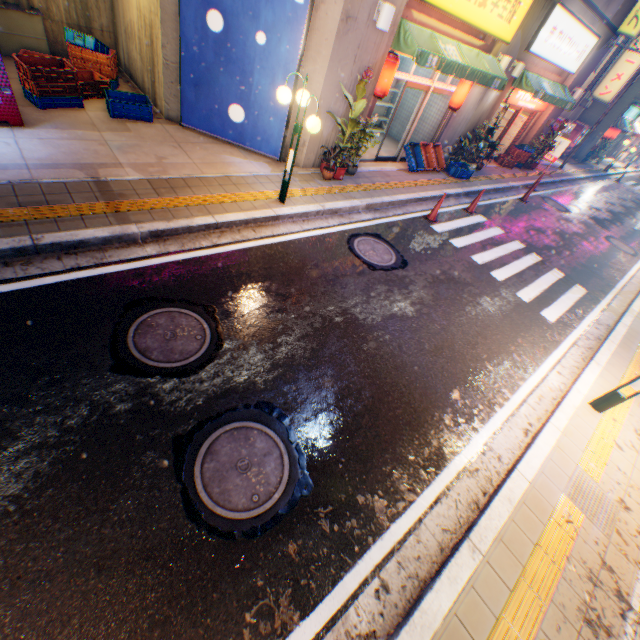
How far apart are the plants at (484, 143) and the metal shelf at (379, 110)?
3.0 meters

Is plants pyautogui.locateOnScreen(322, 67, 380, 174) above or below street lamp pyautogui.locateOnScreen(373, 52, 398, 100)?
below

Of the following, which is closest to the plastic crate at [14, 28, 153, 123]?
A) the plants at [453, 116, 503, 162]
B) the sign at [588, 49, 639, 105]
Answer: the plants at [453, 116, 503, 162]

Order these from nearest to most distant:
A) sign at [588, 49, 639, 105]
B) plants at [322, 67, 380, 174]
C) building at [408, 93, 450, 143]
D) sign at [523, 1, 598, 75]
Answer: plants at [322, 67, 380, 174] → sign at [523, 1, 598, 75] → building at [408, 93, 450, 143] → sign at [588, 49, 639, 105]

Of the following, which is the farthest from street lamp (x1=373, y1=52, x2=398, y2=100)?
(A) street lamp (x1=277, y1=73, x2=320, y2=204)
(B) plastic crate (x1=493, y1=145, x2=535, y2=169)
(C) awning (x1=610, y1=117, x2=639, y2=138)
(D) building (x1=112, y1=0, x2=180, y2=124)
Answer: (C) awning (x1=610, y1=117, x2=639, y2=138)

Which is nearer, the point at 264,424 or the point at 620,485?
the point at 264,424

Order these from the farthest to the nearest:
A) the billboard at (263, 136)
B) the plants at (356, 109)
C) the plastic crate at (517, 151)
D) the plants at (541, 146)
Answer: the plants at (541, 146) → the plastic crate at (517, 151) → the plants at (356, 109) → the billboard at (263, 136)

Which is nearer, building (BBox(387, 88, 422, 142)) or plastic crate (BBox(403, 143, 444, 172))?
plastic crate (BBox(403, 143, 444, 172))
